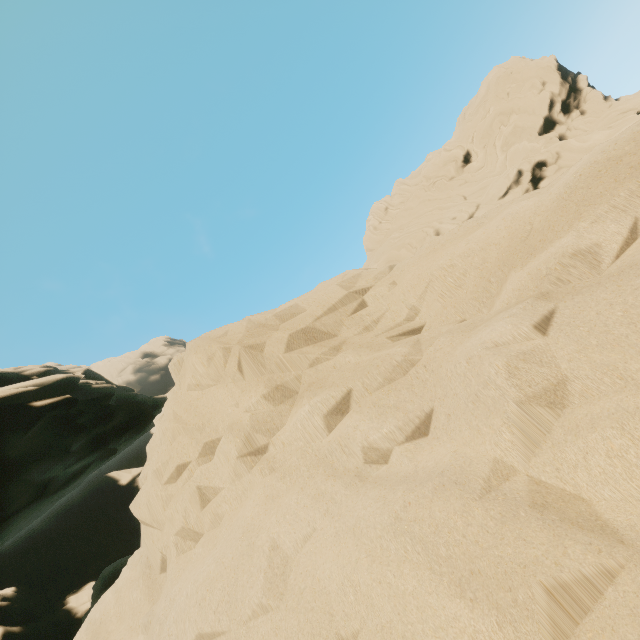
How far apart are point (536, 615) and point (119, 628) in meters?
4.1
